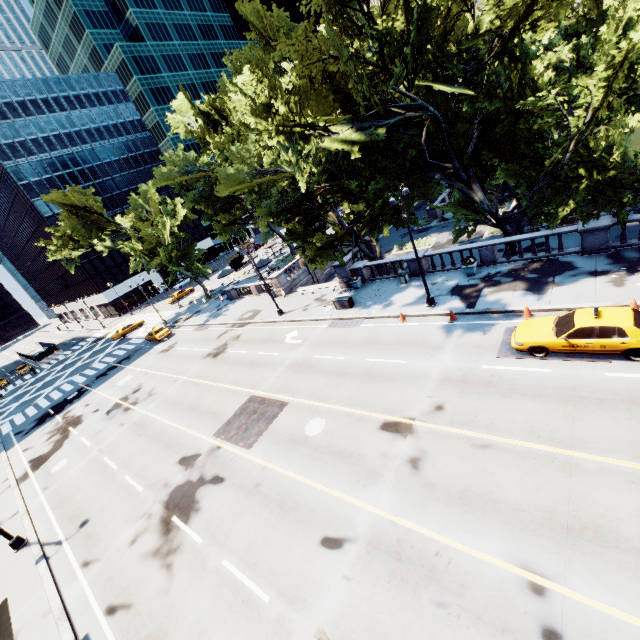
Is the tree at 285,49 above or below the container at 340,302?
above

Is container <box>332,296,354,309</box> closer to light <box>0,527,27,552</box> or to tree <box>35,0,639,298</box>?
tree <box>35,0,639,298</box>

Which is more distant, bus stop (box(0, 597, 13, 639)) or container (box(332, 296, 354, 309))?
container (box(332, 296, 354, 309))

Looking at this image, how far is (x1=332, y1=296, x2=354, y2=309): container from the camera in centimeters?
2480cm

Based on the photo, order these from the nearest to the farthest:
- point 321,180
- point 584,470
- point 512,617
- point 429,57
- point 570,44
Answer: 1. point 512,617
2. point 584,470
3. point 570,44
4. point 429,57
5. point 321,180

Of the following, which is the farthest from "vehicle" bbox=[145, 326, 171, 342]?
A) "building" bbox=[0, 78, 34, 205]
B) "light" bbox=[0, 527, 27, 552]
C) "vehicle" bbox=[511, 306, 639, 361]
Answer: "vehicle" bbox=[511, 306, 639, 361]

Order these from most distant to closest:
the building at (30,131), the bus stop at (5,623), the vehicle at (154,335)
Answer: the building at (30,131), the vehicle at (154,335), the bus stop at (5,623)

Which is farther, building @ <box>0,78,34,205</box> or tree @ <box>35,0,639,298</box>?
building @ <box>0,78,34,205</box>
